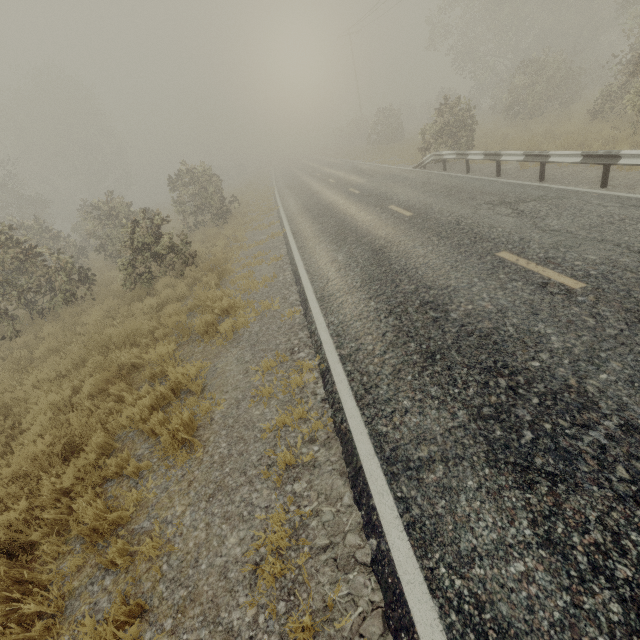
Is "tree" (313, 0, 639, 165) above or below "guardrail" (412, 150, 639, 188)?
above

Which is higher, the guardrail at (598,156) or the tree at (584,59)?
the tree at (584,59)

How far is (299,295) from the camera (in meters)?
7.45

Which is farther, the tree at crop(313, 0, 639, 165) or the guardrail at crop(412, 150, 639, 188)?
the tree at crop(313, 0, 639, 165)

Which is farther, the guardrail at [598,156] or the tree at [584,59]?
the tree at [584,59]
